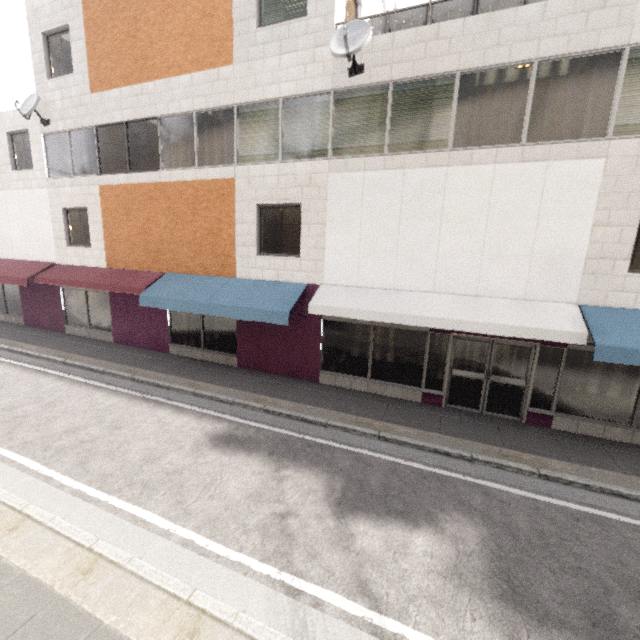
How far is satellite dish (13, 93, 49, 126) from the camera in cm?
1146

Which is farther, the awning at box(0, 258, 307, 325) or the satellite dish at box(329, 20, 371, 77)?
the awning at box(0, 258, 307, 325)

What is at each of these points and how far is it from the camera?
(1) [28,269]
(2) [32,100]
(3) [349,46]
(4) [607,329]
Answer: (1) awning, 13.4 meters
(2) satellite dish, 11.7 meters
(3) satellite dish, 7.4 meters
(4) awning, 6.4 meters

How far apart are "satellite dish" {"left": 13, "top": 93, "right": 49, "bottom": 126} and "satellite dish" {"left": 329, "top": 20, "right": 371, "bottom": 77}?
11.19m

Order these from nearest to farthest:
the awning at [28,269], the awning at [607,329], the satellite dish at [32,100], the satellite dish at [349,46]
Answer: the awning at [607,329], the satellite dish at [349,46], the awning at [28,269], the satellite dish at [32,100]

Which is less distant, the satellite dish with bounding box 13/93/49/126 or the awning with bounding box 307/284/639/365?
the awning with bounding box 307/284/639/365

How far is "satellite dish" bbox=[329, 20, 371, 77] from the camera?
Answer: 7.2 meters

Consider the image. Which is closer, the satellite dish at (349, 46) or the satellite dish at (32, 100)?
the satellite dish at (349, 46)
